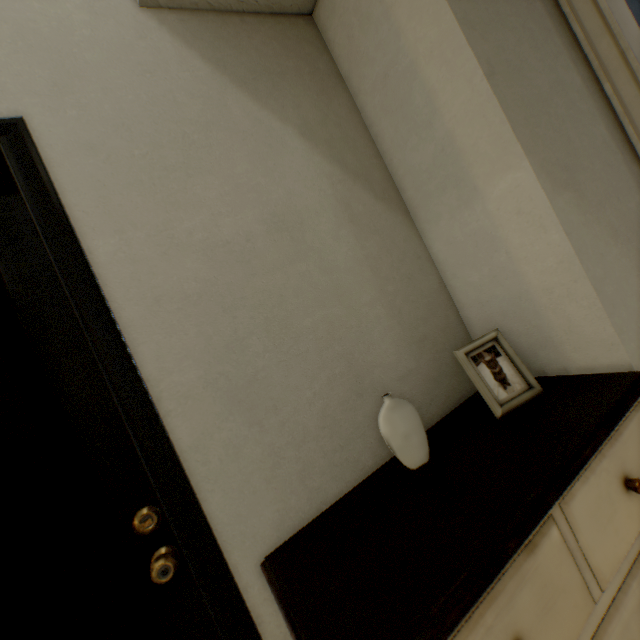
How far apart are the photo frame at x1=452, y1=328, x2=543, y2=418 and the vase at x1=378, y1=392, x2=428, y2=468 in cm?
21

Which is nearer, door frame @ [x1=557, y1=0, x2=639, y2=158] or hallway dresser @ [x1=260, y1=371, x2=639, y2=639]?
hallway dresser @ [x1=260, y1=371, x2=639, y2=639]

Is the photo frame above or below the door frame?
below

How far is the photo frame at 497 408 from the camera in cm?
88

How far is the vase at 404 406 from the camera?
0.8m

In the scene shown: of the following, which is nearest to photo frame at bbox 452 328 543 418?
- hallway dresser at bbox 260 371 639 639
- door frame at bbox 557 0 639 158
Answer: hallway dresser at bbox 260 371 639 639

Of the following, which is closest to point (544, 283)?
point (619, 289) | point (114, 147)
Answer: point (619, 289)

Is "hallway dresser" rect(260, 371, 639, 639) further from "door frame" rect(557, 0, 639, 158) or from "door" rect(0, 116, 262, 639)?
"door frame" rect(557, 0, 639, 158)
